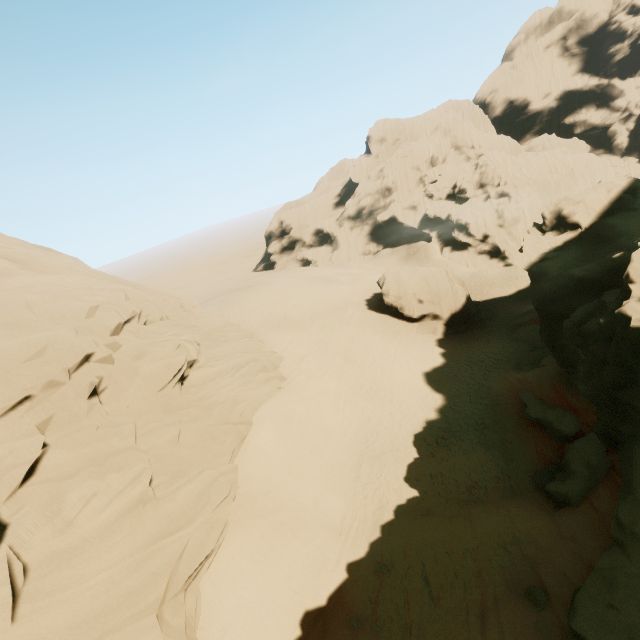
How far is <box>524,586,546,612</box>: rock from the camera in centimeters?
1008cm

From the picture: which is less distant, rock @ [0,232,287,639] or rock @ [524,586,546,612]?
rock @ [0,232,287,639]

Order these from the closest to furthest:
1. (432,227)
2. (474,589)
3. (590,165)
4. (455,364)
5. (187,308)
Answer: (474,589), (455,364), (187,308), (432,227), (590,165)

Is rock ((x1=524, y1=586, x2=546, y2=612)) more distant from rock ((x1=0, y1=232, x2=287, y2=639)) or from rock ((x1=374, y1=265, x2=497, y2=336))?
rock ((x1=374, y1=265, x2=497, y2=336))

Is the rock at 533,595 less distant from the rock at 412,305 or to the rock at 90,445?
the rock at 90,445

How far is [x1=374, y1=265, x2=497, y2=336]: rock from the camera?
31.9 meters
